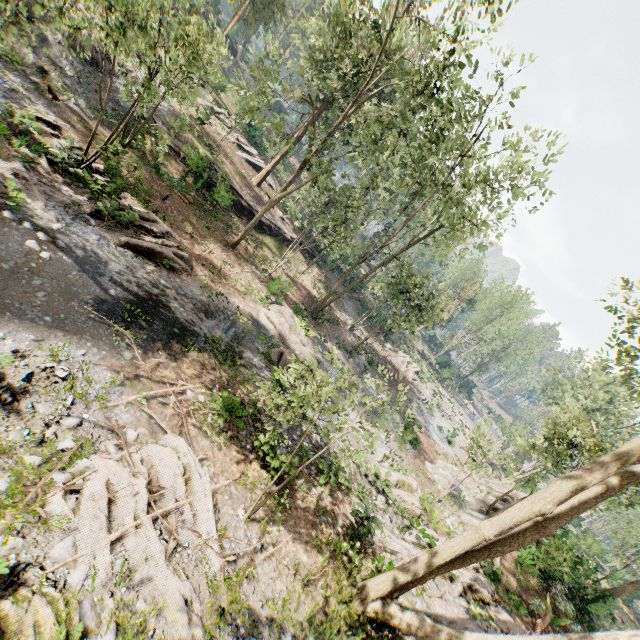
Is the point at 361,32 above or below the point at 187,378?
above

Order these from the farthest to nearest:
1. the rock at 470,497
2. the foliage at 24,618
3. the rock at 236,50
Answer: the rock at 236,50, the rock at 470,497, the foliage at 24,618

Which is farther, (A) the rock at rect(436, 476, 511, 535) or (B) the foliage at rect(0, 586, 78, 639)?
(A) the rock at rect(436, 476, 511, 535)

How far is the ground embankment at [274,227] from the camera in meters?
30.6 m

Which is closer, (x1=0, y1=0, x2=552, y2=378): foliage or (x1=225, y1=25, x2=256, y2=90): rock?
(x1=0, y1=0, x2=552, y2=378): foliage

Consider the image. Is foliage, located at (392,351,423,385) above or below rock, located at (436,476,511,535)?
below

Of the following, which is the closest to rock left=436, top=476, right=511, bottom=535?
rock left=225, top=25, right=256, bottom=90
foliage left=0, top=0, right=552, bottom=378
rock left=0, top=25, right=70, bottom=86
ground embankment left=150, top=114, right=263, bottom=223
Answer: foliage left=0, top=0, right=552, bottom=378

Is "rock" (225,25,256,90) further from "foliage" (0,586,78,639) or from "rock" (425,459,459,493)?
"rock" (425,459,459,493)
